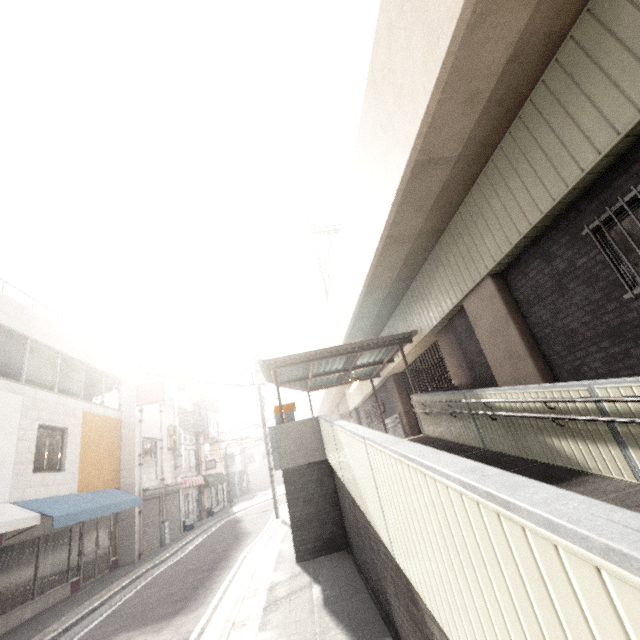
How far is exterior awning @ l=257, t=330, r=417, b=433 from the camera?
10.5 meters

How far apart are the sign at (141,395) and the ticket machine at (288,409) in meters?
7.9

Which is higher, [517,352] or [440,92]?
[440,92]

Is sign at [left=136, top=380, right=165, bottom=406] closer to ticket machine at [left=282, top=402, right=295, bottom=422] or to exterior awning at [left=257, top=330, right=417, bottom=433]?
exterior awning at [left=257, top=330, right=417, bottom=433]

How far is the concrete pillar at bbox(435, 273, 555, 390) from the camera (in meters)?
6.70

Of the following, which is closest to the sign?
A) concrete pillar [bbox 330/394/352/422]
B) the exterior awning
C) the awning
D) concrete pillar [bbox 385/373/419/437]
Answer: the awning

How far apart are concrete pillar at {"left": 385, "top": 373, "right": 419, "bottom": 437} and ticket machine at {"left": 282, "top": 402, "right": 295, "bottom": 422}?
6.3 meters

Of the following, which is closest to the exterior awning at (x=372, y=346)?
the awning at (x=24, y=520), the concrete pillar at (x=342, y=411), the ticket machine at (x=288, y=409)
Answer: the ticket machine at (x=288, y=409)
